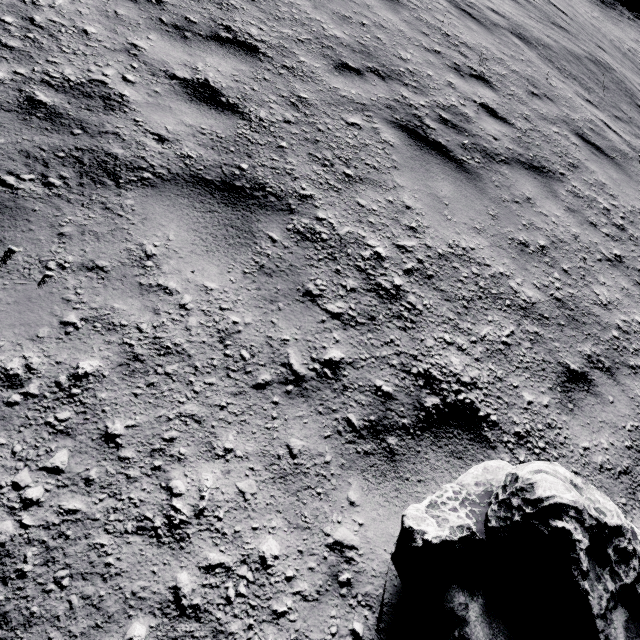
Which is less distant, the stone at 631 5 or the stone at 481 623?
the stone at 481 623

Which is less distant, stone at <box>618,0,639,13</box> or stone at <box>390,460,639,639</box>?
stone at <box>390,460,639,639</box>

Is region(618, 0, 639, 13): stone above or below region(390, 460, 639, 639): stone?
below

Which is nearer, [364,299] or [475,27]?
[364,299]

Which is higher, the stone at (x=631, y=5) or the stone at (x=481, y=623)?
the stone at (x=481, y=623)
